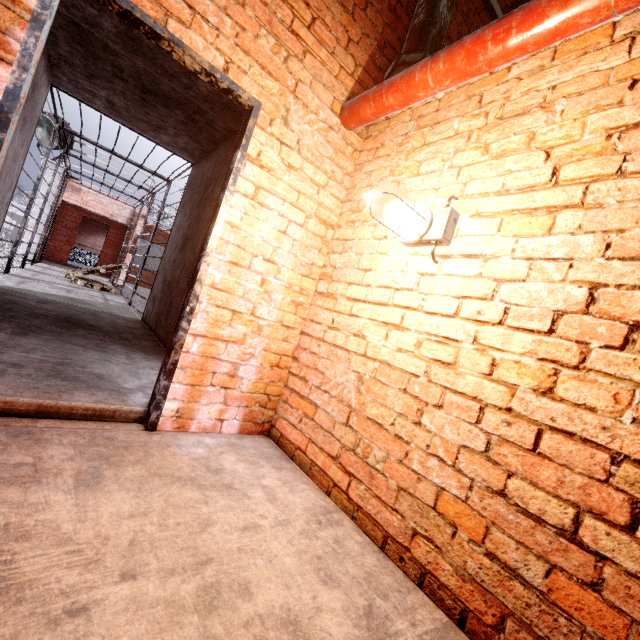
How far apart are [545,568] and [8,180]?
6.1 meters

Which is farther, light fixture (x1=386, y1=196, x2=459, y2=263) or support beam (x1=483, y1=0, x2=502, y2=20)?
support beam (x1=483, y1=0, x2=502, y2=20)

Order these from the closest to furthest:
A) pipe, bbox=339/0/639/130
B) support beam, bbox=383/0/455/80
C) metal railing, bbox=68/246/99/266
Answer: pipe, bbox=339/0/639/130 → support beam, bbox=383/0/455/80 → metal railing, bbox=68/246/99/266

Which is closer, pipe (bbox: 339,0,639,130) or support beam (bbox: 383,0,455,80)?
pipe (bbox: 339,0,639,130)

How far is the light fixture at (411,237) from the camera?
1.48m

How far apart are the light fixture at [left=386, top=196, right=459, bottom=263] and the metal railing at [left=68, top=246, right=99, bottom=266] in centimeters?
1758cm

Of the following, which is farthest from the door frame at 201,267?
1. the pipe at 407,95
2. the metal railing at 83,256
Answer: the metal railing at 83,256

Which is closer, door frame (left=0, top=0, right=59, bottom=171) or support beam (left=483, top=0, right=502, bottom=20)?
door frame (left=0, top=0, right=59, bottom=171)
